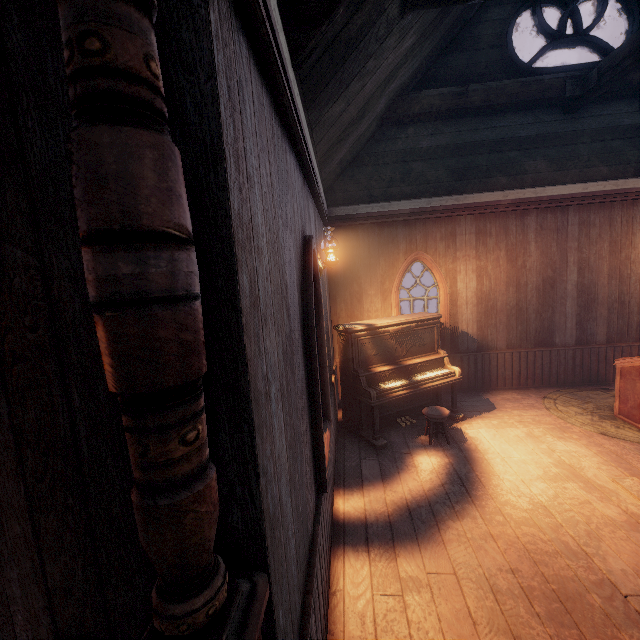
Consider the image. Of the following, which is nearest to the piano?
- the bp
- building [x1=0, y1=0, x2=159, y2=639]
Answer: building [x1=0, y1=0, x2=159, y2=639]

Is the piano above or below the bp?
below

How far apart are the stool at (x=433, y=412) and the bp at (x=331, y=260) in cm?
263

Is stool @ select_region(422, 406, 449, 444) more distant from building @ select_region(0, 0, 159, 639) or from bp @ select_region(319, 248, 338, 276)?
bp @ select_region(319, 248, 338, 276)

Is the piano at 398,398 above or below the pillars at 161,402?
below

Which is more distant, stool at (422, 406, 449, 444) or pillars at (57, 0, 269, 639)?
stool at (422, 406, 449, 444)

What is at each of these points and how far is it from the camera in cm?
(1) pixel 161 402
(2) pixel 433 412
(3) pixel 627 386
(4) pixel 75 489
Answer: (1) pillars, 78
(2) stool, 494
(3) sermon bench, 514
(4) building, 121

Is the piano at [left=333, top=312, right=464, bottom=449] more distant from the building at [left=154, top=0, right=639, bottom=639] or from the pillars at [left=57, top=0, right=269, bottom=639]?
the pillars at [left=57, top=0, right=269, bottom=639]
